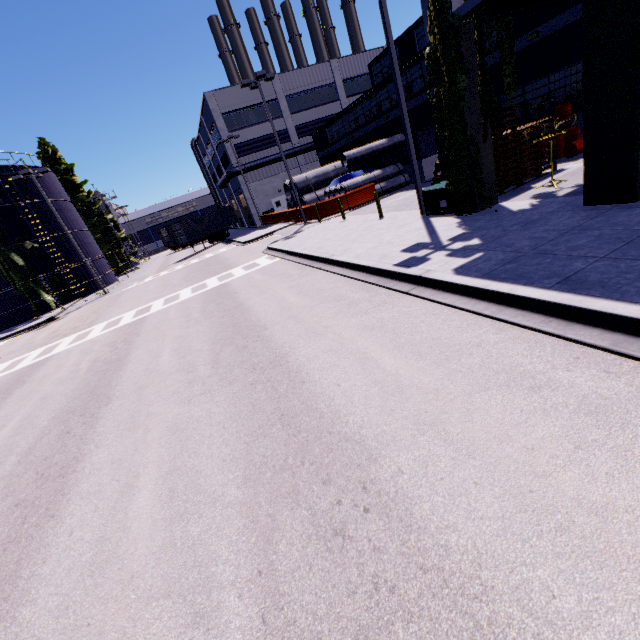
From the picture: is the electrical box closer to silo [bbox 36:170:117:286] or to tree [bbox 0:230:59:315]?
tree [bbox 0:230:59:315]

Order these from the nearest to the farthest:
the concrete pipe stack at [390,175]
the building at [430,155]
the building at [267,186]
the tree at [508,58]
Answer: the tree at [508,58] < the building at [430,155] < the concrete pipe stack at [390,175] < the building at [267,186]

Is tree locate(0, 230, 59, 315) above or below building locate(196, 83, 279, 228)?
below

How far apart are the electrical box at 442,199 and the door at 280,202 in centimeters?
1950cm

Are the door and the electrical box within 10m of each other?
no

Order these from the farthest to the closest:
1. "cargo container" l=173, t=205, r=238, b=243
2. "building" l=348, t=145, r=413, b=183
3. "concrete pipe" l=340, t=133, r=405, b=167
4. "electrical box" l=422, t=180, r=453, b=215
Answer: "cargo container" l=173, t=205, r=238, b=243 → "building" l=348, t=145, r=413, b=183 → "concrete pipe" l=340, t=133, r=405, b=167 → "electrical box" l=422, t=180, r=453, b=215

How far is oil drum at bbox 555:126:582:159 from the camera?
13.86m

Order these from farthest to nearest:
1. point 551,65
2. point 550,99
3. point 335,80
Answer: point 335,80 < point 550,99 < point 551,65
